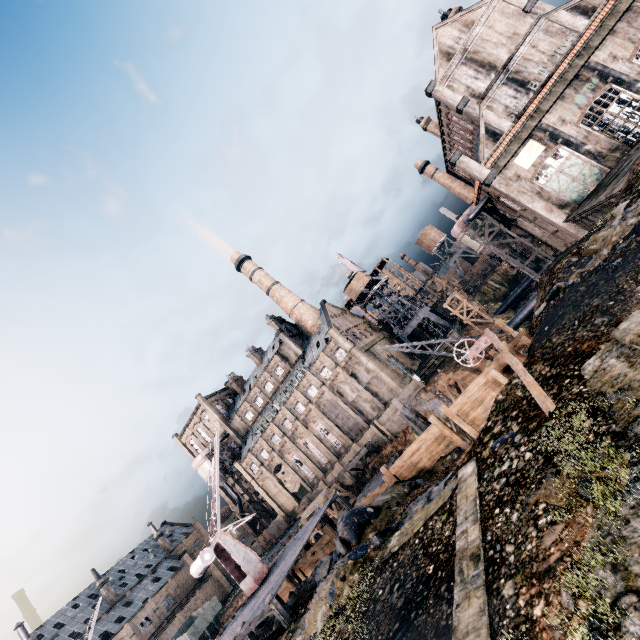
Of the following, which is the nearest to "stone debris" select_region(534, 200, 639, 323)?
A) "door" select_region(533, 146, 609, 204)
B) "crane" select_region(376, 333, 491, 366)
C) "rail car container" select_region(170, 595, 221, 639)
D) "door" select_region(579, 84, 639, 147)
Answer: "crane" select_region(376, 333, 491, 366)

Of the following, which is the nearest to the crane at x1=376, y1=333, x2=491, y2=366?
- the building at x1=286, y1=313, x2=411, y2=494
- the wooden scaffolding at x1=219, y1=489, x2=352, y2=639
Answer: the wooden scaffolding at x1=219, y1=489, x2=352, y2=639

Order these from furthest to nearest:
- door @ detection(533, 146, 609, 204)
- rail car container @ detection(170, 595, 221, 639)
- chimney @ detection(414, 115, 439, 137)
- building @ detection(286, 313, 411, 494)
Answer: building @ detection(286, 313, 411, 494) → chimney @ detection(414, 115, 439, 137) → rail car container @ detection(170, 595, 221, 639) → door @ detection(533, 146, 609, 204)

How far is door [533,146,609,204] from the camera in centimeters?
3136cm

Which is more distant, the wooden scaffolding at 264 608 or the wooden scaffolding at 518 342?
the wooden scaffolding at 264 608

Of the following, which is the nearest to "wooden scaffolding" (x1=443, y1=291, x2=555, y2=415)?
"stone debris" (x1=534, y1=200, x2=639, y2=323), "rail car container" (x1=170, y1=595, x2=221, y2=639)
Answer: "stone debris" (x1=534, y1=200, x2=639, y2=323)

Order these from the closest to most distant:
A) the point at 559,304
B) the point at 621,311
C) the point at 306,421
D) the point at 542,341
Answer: the point at 621,311 < the point at 542,341 < the point at 559,304 < the point at 306,421

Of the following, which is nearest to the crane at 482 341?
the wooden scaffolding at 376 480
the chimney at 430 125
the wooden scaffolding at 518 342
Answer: the wooden scaffolding at 518 342
